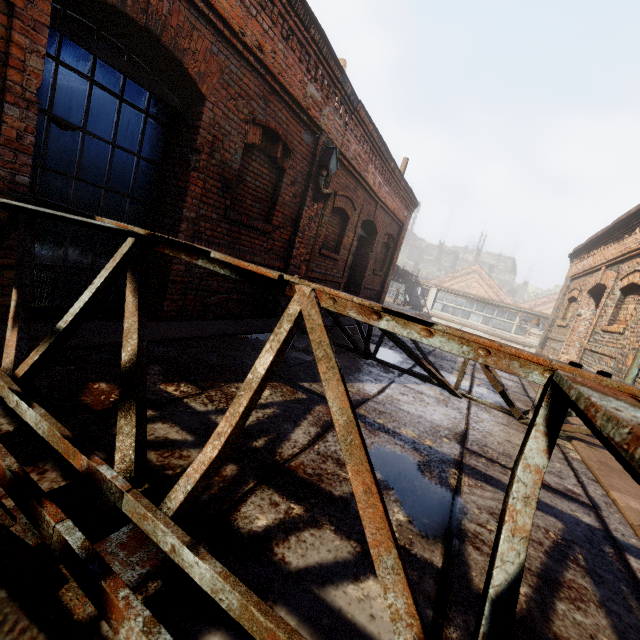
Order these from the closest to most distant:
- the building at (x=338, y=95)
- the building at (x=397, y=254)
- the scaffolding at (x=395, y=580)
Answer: the scaffolding at (x=395, y=580)
the building at (x=338, y=95)
the building at (x=397, y=254)

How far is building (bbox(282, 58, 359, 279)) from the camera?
5.8 meters

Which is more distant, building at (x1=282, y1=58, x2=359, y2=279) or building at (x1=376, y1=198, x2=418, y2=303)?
building at (x1=376, y1=198, x2=418, y2=303)

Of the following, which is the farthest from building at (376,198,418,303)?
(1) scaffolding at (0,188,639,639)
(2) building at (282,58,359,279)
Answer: (1) scaffolding at (0,188,639,639)

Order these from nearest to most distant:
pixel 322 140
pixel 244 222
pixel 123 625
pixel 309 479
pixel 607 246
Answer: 1. pixel 123 625
2. pixel 309 479
3. pixel 244 222
4. pixel 322 140
5. pixel 607 246

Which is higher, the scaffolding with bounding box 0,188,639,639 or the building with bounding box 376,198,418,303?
the building with bounding box 376,198,418,303

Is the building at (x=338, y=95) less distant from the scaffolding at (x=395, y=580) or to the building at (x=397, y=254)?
the scaffolding at (x=395, y=580)

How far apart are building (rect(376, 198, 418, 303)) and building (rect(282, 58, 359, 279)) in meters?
5.8 m
